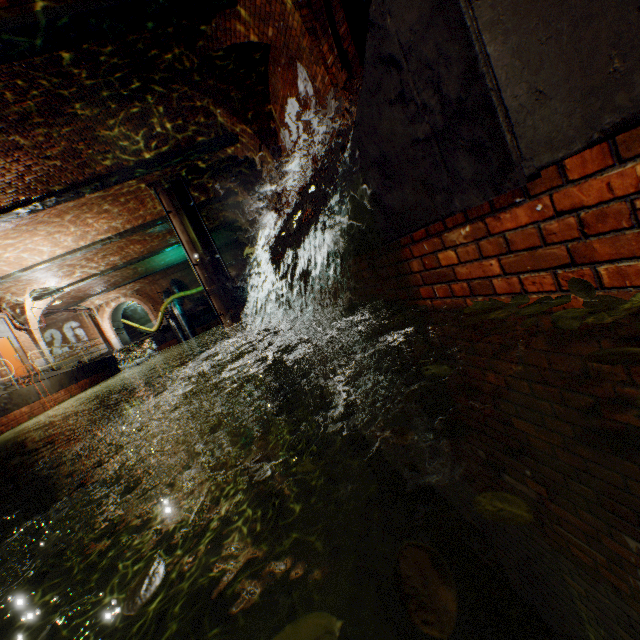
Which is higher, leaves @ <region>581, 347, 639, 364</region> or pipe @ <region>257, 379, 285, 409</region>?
leaves @ <region>581, 347, 639, 364</region>

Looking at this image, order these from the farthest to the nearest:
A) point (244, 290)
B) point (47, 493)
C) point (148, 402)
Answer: point (244, 290)
point (148, 402)
point (47, 493)

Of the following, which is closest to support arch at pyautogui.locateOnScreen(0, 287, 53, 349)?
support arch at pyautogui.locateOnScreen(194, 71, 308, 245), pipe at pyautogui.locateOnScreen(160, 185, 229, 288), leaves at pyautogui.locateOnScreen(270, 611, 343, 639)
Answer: pipe at pyautogui.locateOnScreen(160, 185, 229, 288)

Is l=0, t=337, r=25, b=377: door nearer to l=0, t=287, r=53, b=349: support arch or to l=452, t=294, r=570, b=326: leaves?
l=0, t=287, r=53, b=349: support arch

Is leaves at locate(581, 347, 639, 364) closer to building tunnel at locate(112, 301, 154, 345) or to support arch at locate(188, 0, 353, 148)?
support arch at locate(188, 0, 353, 148)

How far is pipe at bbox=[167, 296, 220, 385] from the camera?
23.7m

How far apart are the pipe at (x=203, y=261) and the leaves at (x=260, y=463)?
12.12m

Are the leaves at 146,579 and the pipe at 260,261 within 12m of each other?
no
